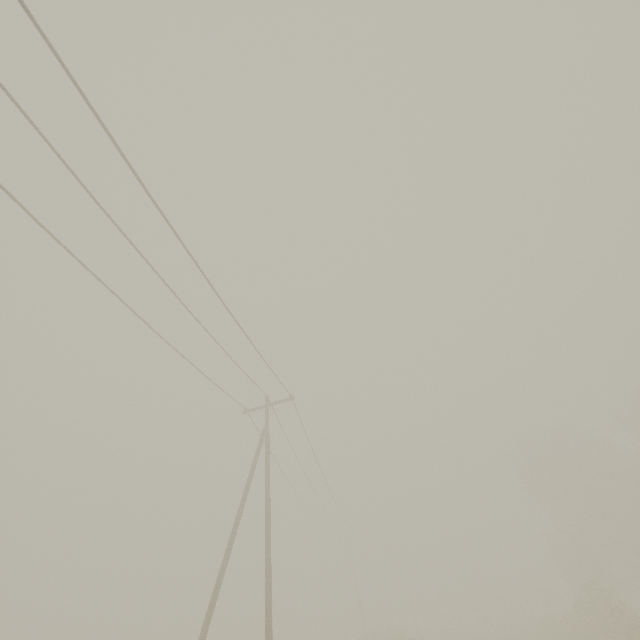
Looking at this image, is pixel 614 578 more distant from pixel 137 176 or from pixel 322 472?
pixel 137 176

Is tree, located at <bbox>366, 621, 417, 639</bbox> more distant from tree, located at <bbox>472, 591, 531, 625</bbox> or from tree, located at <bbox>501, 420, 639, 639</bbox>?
tree, located at <bbox>501, 420, 639, 639</bbox>

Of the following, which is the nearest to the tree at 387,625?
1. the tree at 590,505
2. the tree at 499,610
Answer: the tree at 499,610

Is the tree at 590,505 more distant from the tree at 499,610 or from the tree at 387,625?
the tree at 387,625

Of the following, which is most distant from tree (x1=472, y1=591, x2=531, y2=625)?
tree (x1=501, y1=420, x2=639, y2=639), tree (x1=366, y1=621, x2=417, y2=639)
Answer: tree (x1=501, y1=420, x2=639, y2=639)

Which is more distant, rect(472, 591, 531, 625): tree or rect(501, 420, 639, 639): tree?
rect(472, 591, 531, 625): tree
